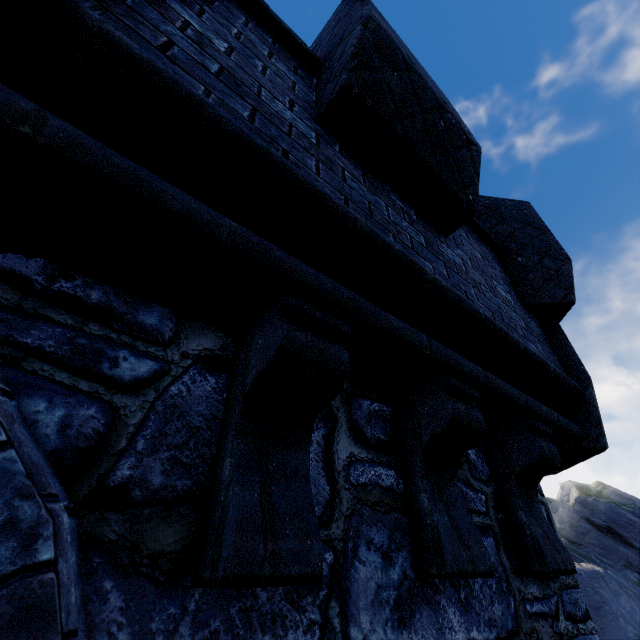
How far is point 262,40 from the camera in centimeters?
200cm
